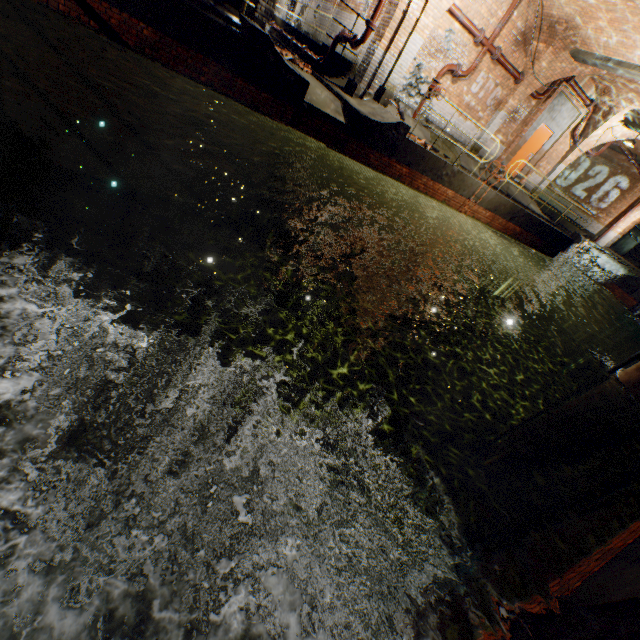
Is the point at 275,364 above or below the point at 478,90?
below

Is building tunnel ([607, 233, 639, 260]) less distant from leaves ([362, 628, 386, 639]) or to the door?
the door

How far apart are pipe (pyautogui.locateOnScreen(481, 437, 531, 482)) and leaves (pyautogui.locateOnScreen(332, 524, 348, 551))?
8.22m

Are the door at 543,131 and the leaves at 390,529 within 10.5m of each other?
no

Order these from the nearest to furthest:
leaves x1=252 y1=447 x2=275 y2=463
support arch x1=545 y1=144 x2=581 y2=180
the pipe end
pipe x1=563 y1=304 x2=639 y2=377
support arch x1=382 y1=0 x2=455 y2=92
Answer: leaves x1=252 y1=447 x2=275 y2=463 < the pipe end < support arch x1=382 y1=0 x2=455 y2=92 < support arch x1=545 y1=144 x2=581 y2=180 < pipe x1=563 y1=304 x2=639 y2=377

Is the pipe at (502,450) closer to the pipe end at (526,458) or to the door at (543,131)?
the pipe end at (526,458)

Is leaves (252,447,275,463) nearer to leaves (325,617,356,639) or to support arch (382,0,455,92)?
leaves (325,617,356,639)

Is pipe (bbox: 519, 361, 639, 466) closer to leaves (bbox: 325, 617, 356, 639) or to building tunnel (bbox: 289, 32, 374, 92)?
leaves (bbox: 325, 617, 356, 639)
